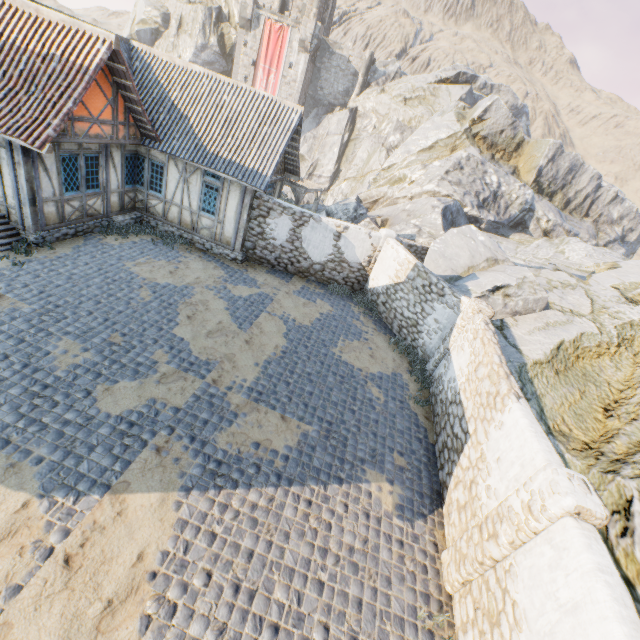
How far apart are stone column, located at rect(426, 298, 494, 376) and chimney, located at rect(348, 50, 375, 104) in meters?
40.2

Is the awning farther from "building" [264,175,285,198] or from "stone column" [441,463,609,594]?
"stone column" [441,463,609,594]

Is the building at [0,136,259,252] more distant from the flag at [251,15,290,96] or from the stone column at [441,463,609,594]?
the stone column at [441,463,609,594]

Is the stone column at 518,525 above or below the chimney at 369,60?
below

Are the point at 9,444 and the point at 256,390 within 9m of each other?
yes

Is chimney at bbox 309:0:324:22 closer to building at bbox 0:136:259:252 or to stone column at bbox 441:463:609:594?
building at bbox 0:136:259:252

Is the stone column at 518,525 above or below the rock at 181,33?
below

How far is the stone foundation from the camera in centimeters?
1062cm
